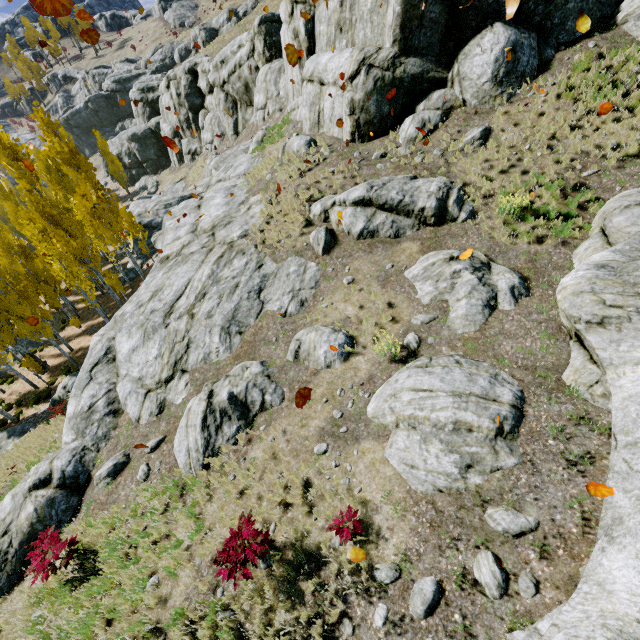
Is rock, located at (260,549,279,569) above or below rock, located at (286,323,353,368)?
below

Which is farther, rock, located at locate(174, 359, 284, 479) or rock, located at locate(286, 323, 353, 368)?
rock, located at locate(286, 323, 353, 368)

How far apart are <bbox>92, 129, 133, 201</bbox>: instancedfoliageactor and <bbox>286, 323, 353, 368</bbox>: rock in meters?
51.0

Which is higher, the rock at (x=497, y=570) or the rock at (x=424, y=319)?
the rock at (x=497, y=570)

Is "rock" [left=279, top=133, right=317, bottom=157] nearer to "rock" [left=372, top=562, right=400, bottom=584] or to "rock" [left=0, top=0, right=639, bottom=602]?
"rock" [left=0, top=0, right=639, bottom=602]

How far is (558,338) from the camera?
7.0m

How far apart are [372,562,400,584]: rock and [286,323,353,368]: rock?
4.5 meters

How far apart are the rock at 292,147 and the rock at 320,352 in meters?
10.1
